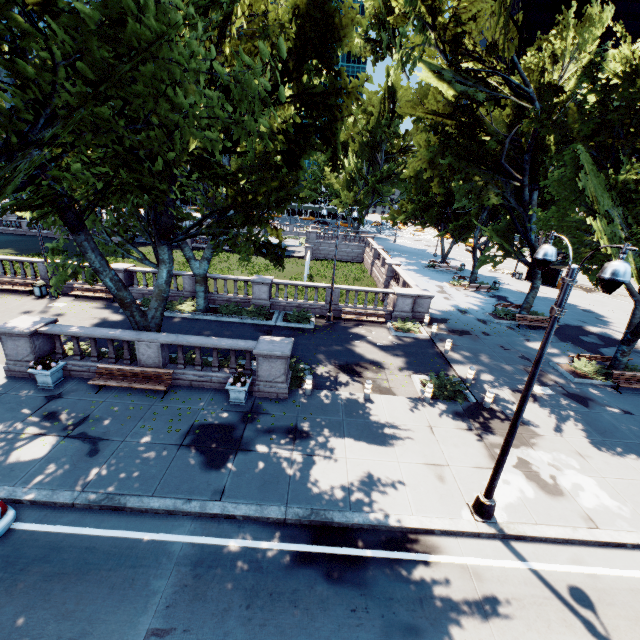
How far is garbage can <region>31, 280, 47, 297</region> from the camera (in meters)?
21.19

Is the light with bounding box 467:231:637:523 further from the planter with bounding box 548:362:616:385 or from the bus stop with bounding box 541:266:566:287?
the bus stop with bounding box 541:266:566:287

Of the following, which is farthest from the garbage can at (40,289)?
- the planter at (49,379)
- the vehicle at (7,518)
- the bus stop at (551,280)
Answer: the bus stop at (551,280)

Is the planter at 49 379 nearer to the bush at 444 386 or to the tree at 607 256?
the tree at 607 256

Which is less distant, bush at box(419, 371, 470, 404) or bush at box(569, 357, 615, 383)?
bush at box(419, 371, 470, 404)

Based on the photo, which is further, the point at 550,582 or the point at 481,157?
the point at 481,157

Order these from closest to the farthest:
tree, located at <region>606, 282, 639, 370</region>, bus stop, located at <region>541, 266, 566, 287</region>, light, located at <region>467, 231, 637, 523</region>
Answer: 1. light, located at <region>467, 231, 637, 523</region>
2. tree, located at <region>606, 282, 639, 370</region>
3. bus stop, located at <region>541, 266, 566, 287</region>

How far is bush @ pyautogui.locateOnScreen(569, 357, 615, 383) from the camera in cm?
1647
